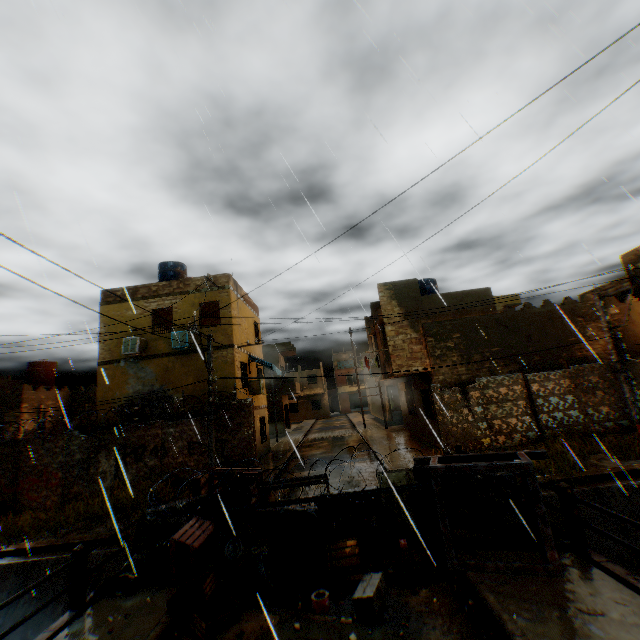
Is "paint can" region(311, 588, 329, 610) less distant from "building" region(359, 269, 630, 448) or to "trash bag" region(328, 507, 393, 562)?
"trash bag" region(328, 507, 393, 562)

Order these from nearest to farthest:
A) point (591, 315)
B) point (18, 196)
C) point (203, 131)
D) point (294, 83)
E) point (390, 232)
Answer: point (18, 196)
point (390, 232)
point (294, 83)
point (203, 131)
point (591, 315)

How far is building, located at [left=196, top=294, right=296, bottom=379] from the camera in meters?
16.1

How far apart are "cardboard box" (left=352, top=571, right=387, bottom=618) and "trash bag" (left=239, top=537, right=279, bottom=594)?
1.5 meters

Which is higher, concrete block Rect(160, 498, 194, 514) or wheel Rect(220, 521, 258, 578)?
concrete block Rect(160, 498, 194, 514)

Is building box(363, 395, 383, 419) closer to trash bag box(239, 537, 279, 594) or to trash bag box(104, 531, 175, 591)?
trash bag box(104, 531, 175, 591)

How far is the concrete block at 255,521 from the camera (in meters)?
6.36

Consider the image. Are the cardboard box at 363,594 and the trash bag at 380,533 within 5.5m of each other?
yes
